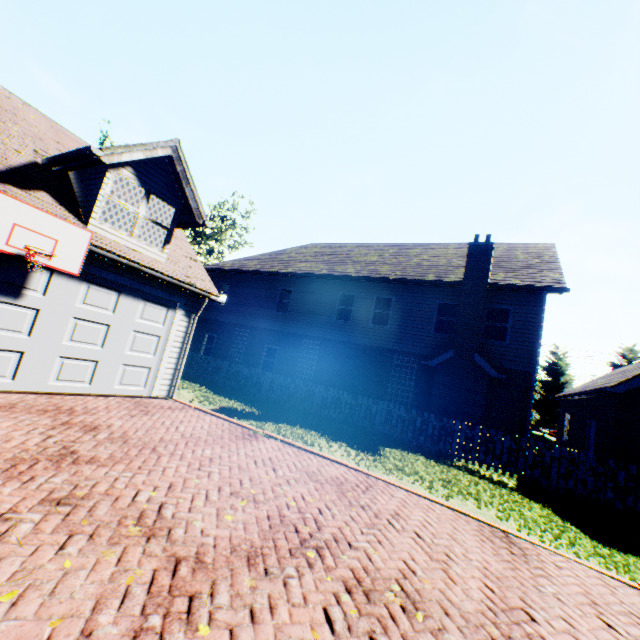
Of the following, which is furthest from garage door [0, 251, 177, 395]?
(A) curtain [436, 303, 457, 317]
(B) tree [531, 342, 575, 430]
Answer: (B) tree [531, 342, 575, 430]

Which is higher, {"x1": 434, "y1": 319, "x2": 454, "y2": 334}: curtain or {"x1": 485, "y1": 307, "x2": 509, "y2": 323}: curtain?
{"x1": 485, "y1": 307, "x2": 509, "y2": 323}: curtain

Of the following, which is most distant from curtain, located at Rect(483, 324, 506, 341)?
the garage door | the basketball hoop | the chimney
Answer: the basketball hoop

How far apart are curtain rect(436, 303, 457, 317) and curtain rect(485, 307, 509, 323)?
1.08m

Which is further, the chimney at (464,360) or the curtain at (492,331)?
the curtain at (492,331)

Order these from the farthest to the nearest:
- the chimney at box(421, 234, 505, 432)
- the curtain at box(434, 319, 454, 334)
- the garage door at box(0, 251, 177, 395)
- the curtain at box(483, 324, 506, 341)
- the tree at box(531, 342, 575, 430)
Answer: the tree at box(531, 342, 575, 430) → the curtain at box(434, 319, 454, 334) → the curtain at box(483, 324, 506, 341) → the chimney at box(421, 234, 505, 432) → the garage door at box(0, 251, 177, 395)

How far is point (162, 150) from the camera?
8.4 meters

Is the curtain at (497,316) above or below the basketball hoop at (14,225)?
above
